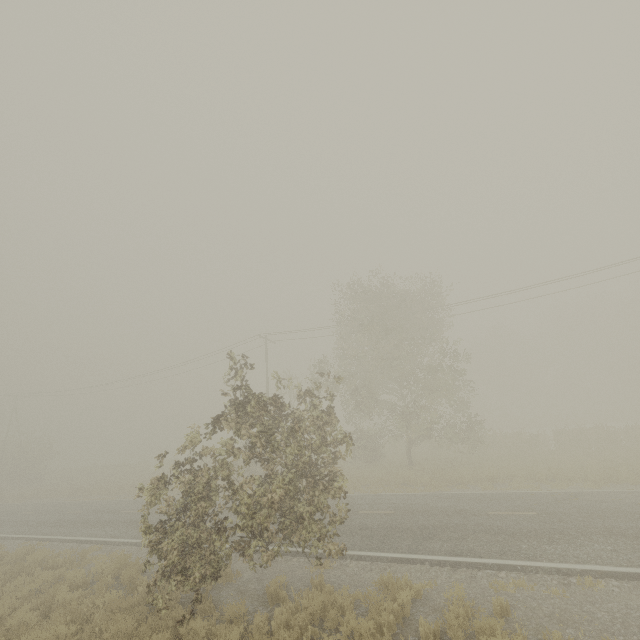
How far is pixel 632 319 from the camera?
42.3 meters

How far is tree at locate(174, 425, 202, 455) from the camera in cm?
805

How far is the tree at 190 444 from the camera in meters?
8.0
